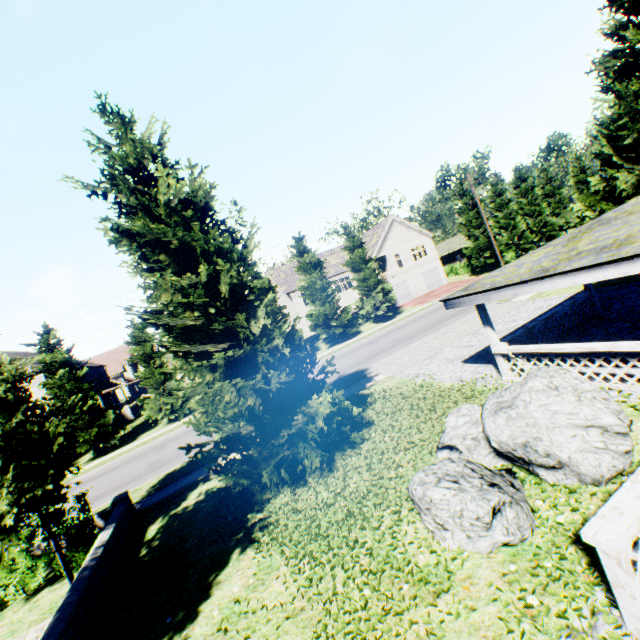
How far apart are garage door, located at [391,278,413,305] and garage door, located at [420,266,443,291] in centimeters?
216cm

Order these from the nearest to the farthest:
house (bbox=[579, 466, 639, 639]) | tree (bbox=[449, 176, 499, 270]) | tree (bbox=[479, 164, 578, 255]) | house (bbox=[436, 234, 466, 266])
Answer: house (bbox=[579, 466, 639, 639]) < tree (bbox=[449, 176, 499, 270]) < tree (bbox=[479, 164, 578, 255]) < house (bbox=[436, 234, 466, 266])

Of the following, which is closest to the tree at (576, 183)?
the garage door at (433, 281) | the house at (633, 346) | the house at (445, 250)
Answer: the house at (445, 250)

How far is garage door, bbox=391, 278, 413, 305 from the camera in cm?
4116

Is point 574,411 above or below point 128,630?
above

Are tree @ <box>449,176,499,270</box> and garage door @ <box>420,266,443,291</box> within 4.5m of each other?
no

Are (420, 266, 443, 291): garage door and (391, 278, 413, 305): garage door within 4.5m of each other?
yes

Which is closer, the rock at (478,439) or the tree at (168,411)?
the rock at (478,439)
